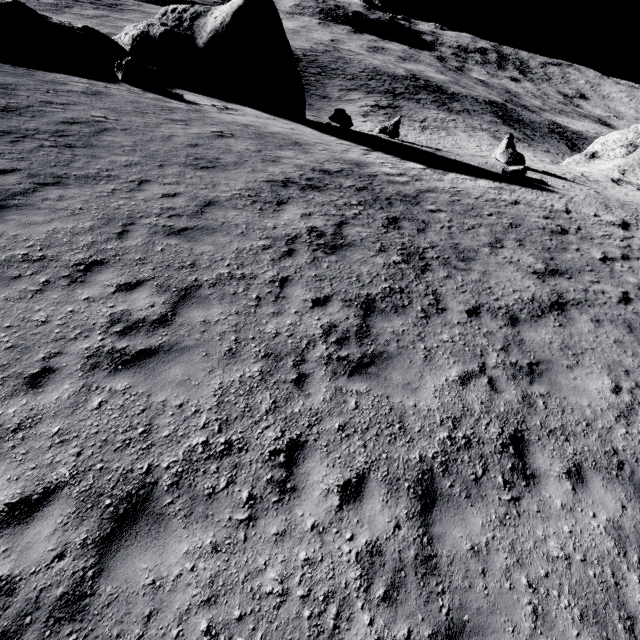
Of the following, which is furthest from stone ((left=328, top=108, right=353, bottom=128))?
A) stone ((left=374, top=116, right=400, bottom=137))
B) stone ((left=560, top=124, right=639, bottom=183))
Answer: stone ((left=560, top=124, right=639, bottom=183))

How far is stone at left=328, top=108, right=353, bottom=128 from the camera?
23.00m

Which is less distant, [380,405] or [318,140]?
[380,405]

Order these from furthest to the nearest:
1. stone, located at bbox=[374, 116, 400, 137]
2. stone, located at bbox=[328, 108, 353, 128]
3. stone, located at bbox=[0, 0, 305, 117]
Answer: stone, located at bbox=[374, 116, 400, 137] < stone, located at bbox=[328, 108, 353, 128] < stone, located at bbox=[0, 0, 305, 117]

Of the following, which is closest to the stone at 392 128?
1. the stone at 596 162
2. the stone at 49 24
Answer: the stone at 49 24

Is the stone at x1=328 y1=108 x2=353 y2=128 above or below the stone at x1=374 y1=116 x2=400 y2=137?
above

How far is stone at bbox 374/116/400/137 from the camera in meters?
24.5
